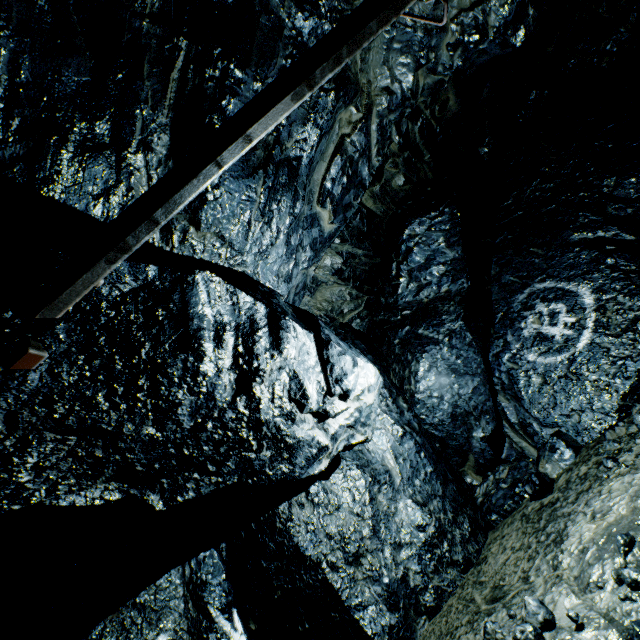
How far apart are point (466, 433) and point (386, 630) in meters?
4.1 m

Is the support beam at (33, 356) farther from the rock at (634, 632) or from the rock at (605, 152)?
the rock at (634, 632)

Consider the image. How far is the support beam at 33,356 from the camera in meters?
1.8

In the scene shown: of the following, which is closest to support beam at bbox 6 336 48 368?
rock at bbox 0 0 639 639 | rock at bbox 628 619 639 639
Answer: rock at bbox 0 0 639 639

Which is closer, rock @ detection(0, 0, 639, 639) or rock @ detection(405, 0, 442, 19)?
rock @ detection(0, 0, 639, 639)

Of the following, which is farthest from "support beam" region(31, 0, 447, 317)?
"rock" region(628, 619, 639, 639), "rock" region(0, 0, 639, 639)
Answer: "rock" region(628, 619, 639, 639)

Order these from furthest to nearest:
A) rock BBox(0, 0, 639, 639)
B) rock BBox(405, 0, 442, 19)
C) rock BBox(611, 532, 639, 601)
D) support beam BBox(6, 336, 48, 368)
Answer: rock BBox(405, 0, 442, 19) → rock BBox(611, 532, 639, 601) → rock BBox(0, 0, 639, 639) → support beam BBox(6, 336, 48, 368)
